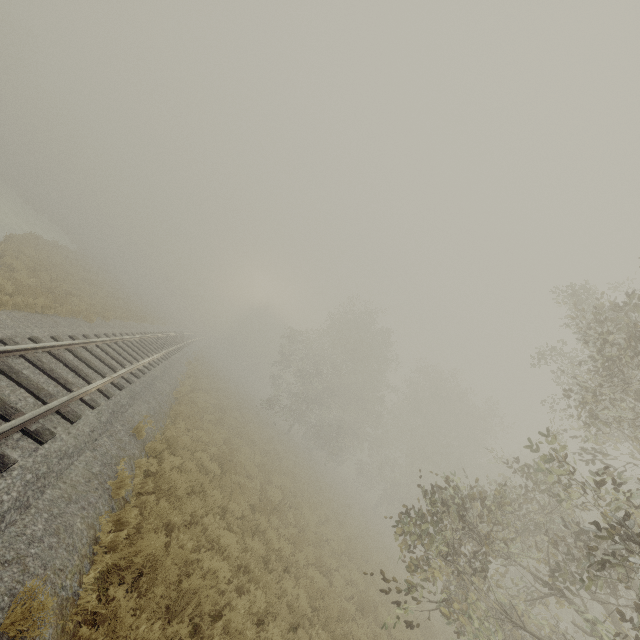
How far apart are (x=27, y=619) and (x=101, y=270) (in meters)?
41.69
